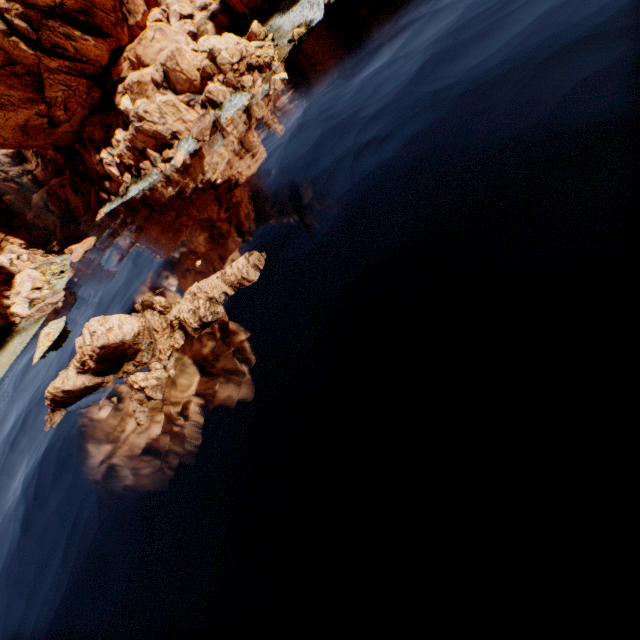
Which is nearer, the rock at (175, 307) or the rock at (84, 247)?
the rock at (175, 307)

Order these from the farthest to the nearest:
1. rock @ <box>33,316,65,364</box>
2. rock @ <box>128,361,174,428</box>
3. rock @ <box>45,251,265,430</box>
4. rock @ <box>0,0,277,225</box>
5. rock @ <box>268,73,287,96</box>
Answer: rock @ <box>0,0,277,225</box> → rock @ <box>268,73,287,96</box> → rock @ <box>33,316,65,364</box> → rock @ <box>45,251,265,430</box> → rock @ <box>128,361,174,428</box>

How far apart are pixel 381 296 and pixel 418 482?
5.47m

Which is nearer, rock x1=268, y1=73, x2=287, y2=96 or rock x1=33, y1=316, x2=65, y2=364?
rock x1=33, y1=316, x2=65, y2=364

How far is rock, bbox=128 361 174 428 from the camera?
14.4m
